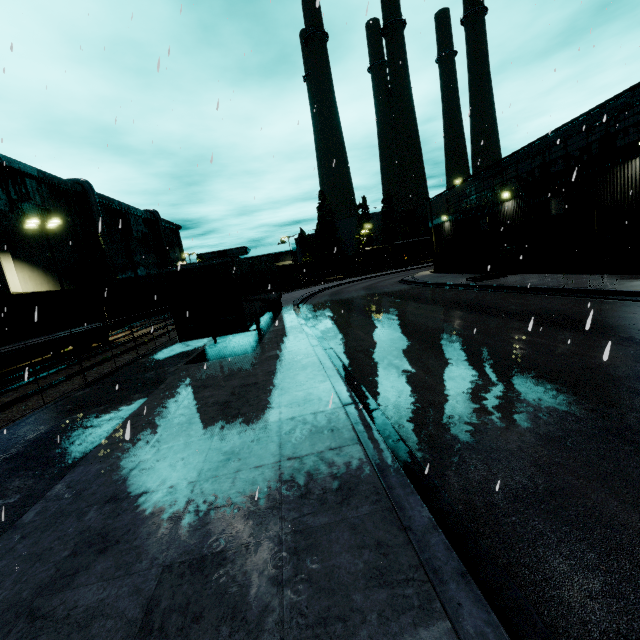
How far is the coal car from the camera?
55.7m

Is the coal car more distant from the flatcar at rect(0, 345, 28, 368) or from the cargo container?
the flatcar at rect(0, 345, 28, 368)

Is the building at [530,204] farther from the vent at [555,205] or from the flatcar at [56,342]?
the flatcar at [56,342]

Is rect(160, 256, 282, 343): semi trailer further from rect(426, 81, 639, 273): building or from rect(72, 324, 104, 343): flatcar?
rect(72, 324, 104, 343): flatcar

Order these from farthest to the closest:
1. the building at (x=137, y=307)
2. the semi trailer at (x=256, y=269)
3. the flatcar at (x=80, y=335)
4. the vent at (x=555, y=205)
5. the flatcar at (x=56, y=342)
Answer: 1. the building at (x=137, y=307)
2. the flatcar at (x=80, y=335)
3. the vent at (x=555, y=205)
4. the flatcar at (x=56, y=342)
5. the semi trailer at (x=256, y=269)

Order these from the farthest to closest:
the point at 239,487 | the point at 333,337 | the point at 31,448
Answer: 1. the point at 333,337
2. the point at 31,448
3. the point at 239,487

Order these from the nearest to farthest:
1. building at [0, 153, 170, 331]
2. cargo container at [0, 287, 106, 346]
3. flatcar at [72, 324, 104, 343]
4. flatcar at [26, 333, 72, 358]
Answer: cargo container at [0, 287, 106, 346] → flatcar at [26, 333, 72, 358] → flatcar at [72, 324, 104, 343] → building at [0, 153, 170, 331]

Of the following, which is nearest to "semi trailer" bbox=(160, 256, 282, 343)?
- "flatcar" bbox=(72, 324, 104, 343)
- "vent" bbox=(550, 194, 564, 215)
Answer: "flatcar" bbox=(72, 324, 104, 343)
